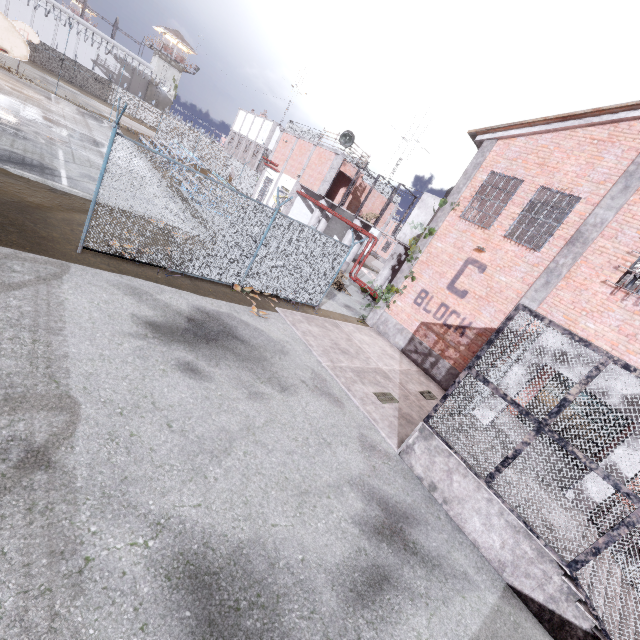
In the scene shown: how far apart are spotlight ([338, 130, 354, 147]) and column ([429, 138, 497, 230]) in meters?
11.5 m

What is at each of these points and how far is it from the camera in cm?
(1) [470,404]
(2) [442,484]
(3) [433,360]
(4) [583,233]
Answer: (1) metal cage, 625
(2) stair, 640
(3) foundation, 1303
(4) column, 1021

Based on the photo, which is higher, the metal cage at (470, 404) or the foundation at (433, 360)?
the metal cage at (470, 404)

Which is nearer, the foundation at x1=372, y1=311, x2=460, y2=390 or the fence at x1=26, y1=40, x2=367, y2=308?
the fence at x1=26, y1=40, x2=367, y2=308

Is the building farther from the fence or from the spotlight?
the spotlight

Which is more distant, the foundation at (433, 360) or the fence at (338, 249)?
the foundation at (433, 360)

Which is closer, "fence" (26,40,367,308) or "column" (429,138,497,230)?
"fence" (26,40,367,308)

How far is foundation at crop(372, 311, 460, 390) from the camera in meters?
12.6 m
